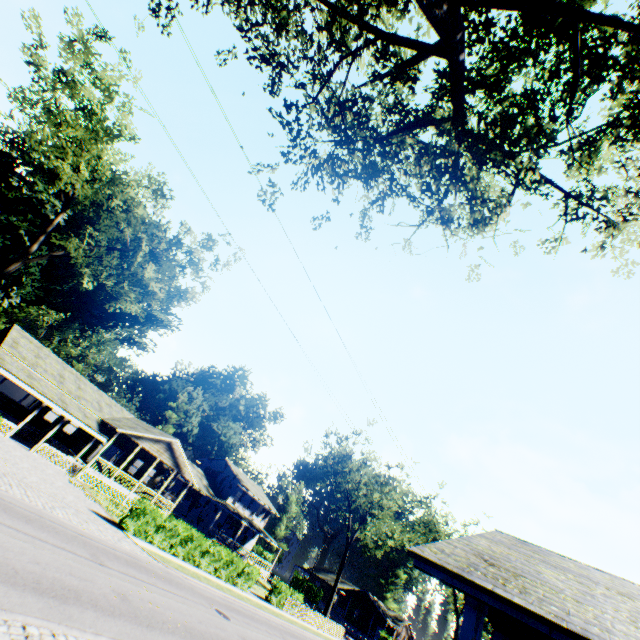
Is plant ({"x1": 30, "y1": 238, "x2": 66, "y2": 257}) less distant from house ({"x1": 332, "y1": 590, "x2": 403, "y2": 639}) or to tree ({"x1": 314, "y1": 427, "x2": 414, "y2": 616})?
house ({"x1": 332, "y1": 590, "x2": 403, "y2": 639})

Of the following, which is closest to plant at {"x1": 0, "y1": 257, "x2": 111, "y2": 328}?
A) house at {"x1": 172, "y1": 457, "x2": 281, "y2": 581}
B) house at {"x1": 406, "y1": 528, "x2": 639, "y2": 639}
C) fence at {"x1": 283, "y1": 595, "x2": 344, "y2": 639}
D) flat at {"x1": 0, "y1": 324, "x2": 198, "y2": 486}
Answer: fence at {"x1": 283, "y1": 595, "x2": 344, "y2": 639}

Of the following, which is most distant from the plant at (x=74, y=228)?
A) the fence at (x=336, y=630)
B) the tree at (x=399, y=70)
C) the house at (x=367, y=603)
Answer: the tree at (x=399, y=70)

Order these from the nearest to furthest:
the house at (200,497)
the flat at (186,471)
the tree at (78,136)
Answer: the tree at (78,136) < the flat at (186,471) < the house at (200,497)

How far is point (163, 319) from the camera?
58.0 meters

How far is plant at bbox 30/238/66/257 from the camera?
43.4 meters

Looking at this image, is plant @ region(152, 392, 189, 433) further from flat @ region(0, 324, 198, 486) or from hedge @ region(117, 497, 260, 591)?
hedge @ region(117, 497, 260, 591)
